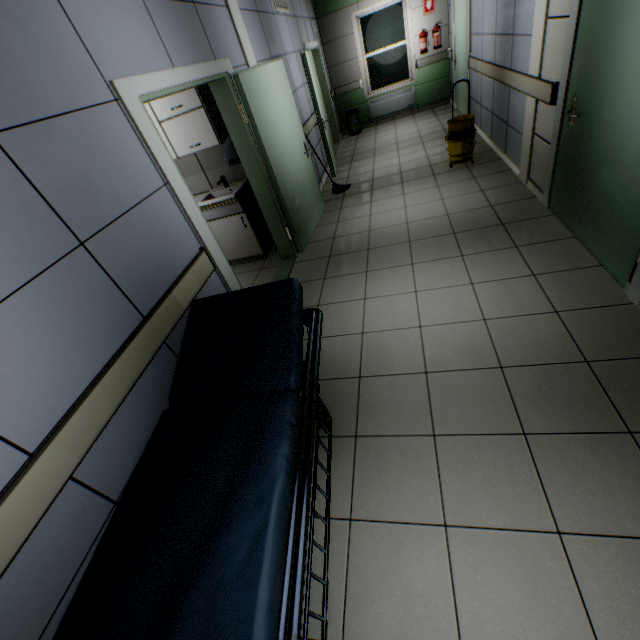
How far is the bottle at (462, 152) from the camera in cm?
484

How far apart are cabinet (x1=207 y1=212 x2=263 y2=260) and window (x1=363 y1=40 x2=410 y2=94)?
7.0 meters

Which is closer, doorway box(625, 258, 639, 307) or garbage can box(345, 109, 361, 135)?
doorway box(625, 258, 639, 307)

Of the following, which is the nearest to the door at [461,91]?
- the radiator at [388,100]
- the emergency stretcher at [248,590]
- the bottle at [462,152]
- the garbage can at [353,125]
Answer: the radiator at [388,100]

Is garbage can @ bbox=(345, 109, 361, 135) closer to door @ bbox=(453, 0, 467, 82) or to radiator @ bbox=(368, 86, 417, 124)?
radiator @ bbox=(368, 86, 417, 124)

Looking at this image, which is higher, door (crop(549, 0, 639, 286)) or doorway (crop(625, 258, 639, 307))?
door (crop(549, 0, 639, 286))

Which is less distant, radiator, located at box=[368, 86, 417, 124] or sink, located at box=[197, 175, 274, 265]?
sink, located at box=[197, 175, 274, 265]

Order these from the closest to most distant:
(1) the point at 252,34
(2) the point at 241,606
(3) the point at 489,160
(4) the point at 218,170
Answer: (2) the point at 241,606 < (1) the point at 252,34 < (4) the point at 218,170 < (3) the point at 489,160
